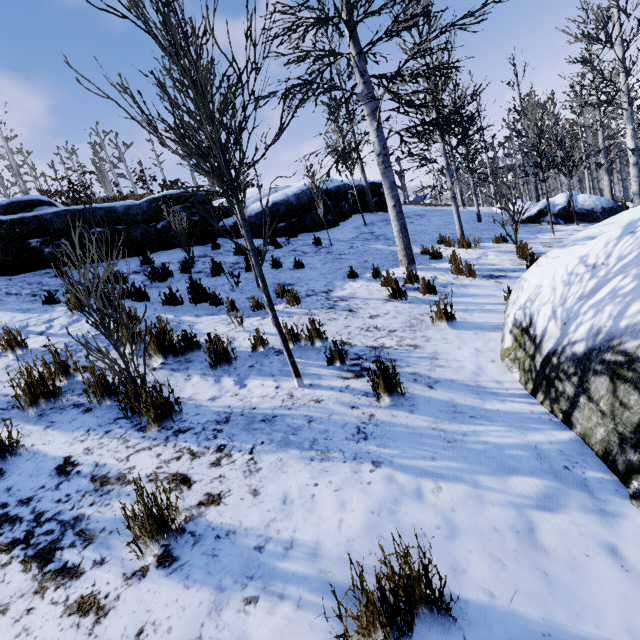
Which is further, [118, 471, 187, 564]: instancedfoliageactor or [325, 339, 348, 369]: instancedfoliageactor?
[325, 339, 348, 369]: instancedfoliageactor

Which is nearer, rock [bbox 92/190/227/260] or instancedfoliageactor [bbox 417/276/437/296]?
instancedfoliageactor [bbox 417/276/437/296]

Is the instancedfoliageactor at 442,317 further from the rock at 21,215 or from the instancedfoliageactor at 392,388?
the rock at 21,215

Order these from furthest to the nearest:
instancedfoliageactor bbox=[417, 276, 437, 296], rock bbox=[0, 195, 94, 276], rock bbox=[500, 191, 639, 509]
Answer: rock bbox=[0, 195, 94, 276] < instancedfoliageactor bbox=[417, 276, 437, 296] < rock bbox=[500, 191, 639, 509]

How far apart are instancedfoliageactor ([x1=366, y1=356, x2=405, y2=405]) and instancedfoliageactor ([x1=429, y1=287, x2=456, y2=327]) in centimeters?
190cm

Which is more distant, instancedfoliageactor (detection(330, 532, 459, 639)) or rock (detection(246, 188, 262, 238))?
rock (detection(246, 188, 262, 238))

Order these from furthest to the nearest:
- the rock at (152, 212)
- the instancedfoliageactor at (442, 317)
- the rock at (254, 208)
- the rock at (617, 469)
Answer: the rock at (254, 208)
the rock at (152, 212)
the instancedfoliageactor at (442, 317)
the rock at (617, 469)

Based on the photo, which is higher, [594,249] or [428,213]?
[428,213]
